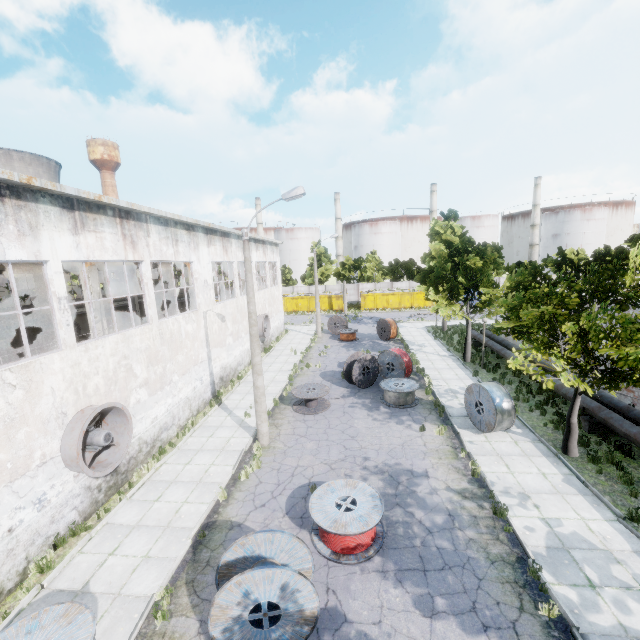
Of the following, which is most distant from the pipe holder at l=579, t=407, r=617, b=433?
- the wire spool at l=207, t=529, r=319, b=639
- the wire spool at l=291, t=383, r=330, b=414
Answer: the wire spool at l=207, t=529, r=319, b=639

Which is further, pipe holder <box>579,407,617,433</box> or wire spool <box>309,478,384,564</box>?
pipe holder <box>579,407,617,433</box>

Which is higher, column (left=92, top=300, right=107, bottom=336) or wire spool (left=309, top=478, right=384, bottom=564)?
column (left=92, top=300, right=107, bottom=336)

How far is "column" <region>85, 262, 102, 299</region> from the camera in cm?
1382

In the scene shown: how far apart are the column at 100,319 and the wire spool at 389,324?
21.5 meters

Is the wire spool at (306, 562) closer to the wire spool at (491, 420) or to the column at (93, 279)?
the wire spool at (491, 420)

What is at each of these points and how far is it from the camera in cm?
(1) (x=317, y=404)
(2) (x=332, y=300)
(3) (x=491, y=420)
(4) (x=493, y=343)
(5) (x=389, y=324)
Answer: (1) wire spool, 1711
(2) garbage container, 4962
(3) wire spool, 1312
(4) pipe, 2281
(5) wire spool, 2944

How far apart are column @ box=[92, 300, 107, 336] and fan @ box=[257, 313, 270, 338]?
12.4m
